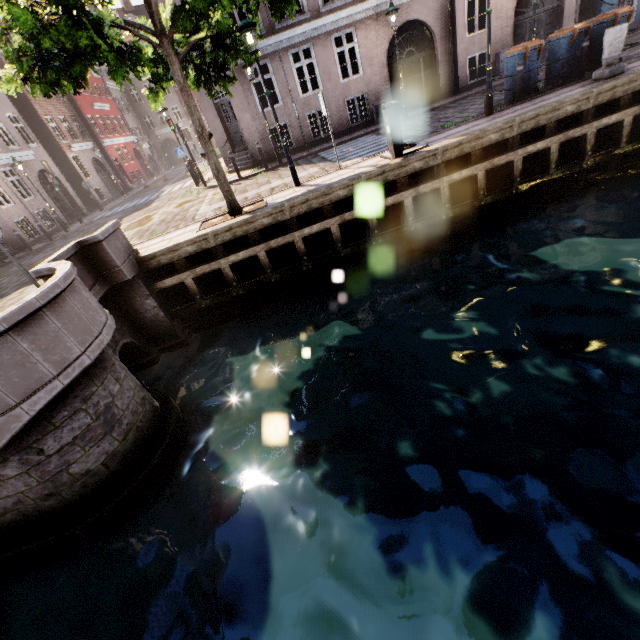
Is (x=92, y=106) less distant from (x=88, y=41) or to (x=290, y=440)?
(x=88, y=41)

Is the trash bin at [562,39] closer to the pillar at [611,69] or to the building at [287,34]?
the pillar at [611,69]

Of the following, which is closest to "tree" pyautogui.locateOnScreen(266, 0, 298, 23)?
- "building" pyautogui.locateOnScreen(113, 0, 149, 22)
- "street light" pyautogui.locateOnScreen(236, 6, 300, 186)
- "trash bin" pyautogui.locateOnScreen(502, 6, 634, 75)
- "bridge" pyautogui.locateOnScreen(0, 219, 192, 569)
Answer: "street light" pyautogui.locateOnScreen(236, 6, 300, 186)

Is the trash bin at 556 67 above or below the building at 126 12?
below

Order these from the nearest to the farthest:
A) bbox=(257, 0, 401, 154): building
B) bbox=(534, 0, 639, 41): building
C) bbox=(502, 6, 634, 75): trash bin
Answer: bbox=(502, 6, 634, 75): trash bin < bbox=(257, 0, 401, 154): building < bbox=(534, 0, 639, 41): building

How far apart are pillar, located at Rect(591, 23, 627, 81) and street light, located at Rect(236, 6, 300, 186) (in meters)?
8.69

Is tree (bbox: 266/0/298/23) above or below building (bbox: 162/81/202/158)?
below

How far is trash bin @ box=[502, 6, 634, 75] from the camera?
9.2 meters
